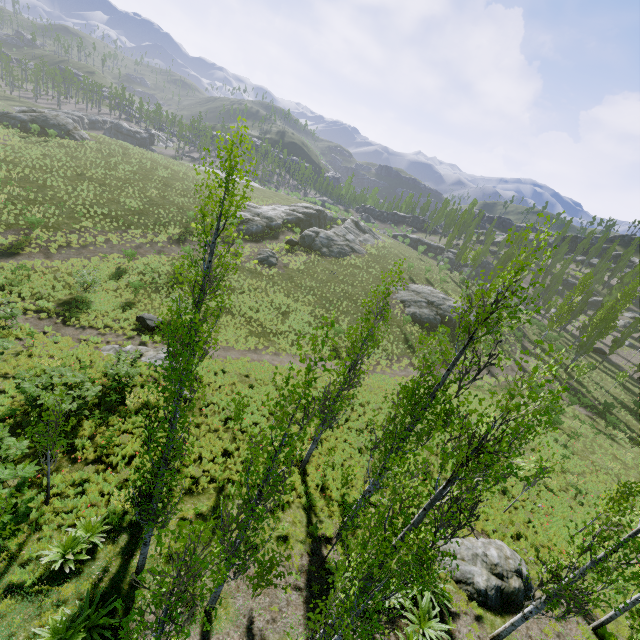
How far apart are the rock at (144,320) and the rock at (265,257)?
15.42m

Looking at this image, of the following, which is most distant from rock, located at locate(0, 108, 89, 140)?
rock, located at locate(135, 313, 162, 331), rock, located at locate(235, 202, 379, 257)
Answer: rock, located at locate(235, 202, 379, 257)

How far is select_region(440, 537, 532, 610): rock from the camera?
11.1m

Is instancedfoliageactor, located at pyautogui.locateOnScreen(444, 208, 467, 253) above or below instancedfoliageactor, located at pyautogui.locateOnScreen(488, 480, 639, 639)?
above

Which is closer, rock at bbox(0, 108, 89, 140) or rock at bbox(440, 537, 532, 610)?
rock at bbox(440, 537, 532, 610)

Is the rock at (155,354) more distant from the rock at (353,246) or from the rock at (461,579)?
the rock at (353,246)

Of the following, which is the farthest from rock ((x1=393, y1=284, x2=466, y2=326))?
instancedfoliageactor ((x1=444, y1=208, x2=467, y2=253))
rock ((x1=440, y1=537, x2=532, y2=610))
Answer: rock ((x1=440, y1=537, x2=532, y2=610))

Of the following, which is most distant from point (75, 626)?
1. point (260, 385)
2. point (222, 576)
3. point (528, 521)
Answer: point (528, 521)
